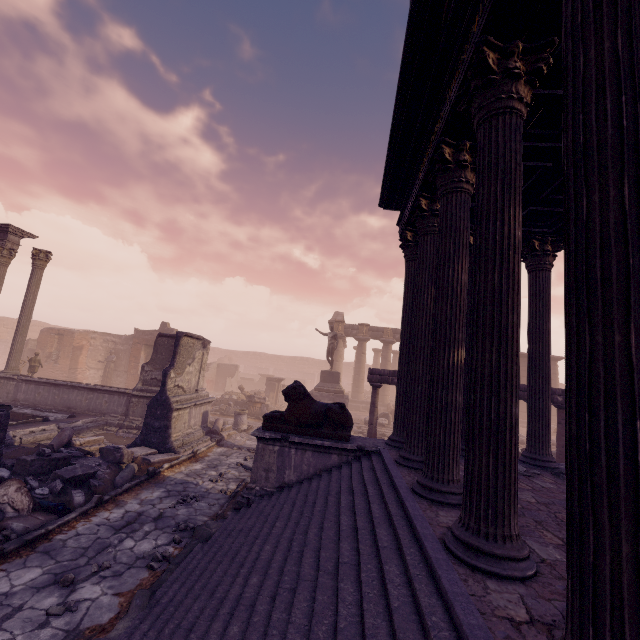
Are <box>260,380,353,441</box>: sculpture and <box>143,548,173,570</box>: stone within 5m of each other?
yes

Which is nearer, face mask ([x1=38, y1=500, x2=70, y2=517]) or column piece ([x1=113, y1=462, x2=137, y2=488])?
face mask ([x1=38, y1=500, x2=70, y2=517])

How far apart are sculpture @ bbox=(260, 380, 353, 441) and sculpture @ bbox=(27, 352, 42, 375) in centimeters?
1484cm

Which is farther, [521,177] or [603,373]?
[521,177]

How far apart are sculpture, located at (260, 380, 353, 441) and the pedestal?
11.12m

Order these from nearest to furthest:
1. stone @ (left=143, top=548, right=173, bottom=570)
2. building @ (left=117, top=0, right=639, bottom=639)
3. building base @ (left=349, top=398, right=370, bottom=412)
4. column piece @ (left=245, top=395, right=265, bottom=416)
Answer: building @ (left=117, top=0, right=639, bottom=639)
stone @ (left=143, top=548, right=173, bottom=570)
column piece @ (left=245, top=395, right=265, bottom=416)
building base @ (left=349, top=398, right=370, bottom=412)

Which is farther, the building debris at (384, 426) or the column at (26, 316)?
the building debris at (384, 426)

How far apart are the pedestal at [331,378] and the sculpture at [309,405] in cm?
1112
